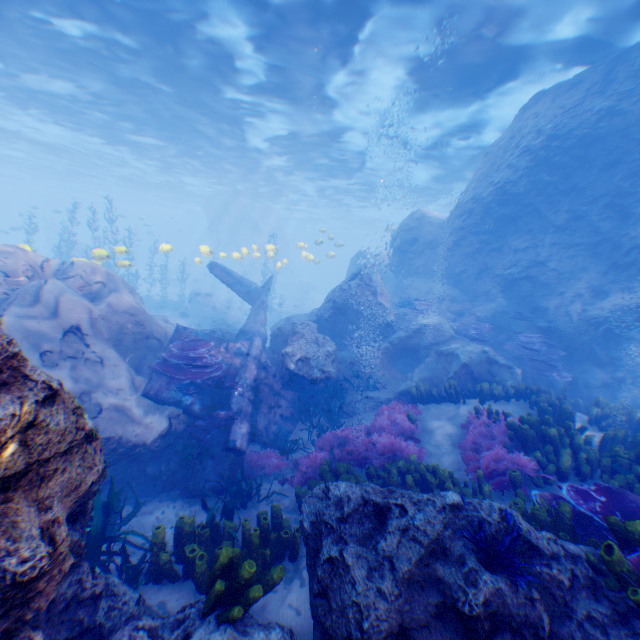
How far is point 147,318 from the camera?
9.91m

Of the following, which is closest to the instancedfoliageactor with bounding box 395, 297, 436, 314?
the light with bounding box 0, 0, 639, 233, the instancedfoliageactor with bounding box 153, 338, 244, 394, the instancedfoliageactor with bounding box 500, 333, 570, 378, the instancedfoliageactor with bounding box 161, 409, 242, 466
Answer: the instancedfoliageactor with bounding box 500, 333, 570, 378

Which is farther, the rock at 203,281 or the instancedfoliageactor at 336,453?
the rock at 203,281

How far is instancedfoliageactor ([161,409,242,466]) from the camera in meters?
7.6 m

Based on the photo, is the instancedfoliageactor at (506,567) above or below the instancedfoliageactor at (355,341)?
above

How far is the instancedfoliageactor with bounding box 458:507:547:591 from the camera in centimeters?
275cm

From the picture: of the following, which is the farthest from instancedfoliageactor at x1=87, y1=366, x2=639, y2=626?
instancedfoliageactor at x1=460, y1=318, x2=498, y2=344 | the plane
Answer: instancedfoliageactor at x1=460, y1=318, x2=498, y2=344

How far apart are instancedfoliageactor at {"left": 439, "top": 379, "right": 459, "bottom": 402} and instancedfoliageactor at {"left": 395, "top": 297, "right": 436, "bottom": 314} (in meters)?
5.13
